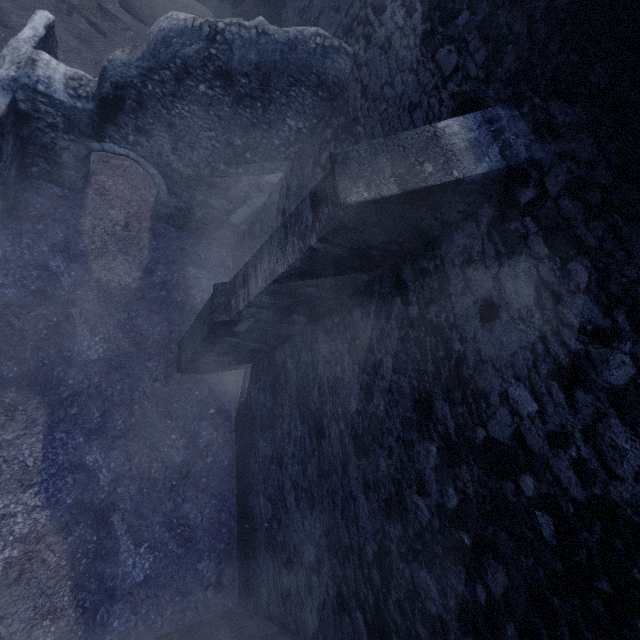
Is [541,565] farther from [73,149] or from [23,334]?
[73,149]
